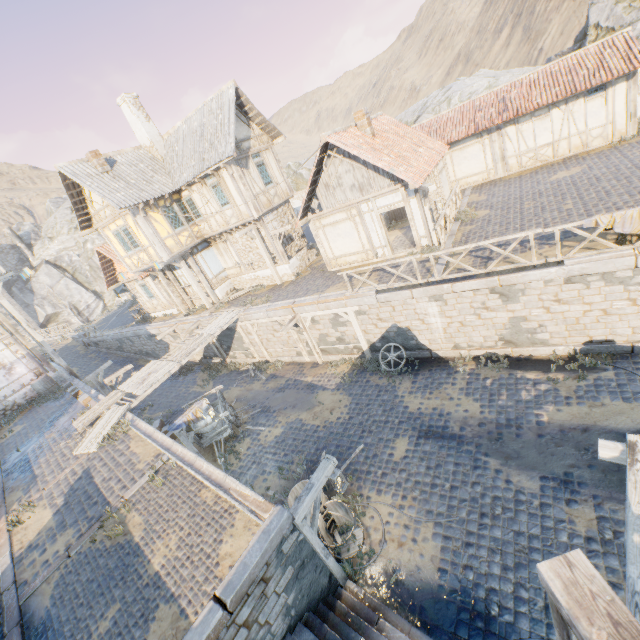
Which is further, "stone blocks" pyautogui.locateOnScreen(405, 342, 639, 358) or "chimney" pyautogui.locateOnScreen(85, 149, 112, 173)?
"chimney" pyautogui.locateOnScreen(85, 149, 112, 173)

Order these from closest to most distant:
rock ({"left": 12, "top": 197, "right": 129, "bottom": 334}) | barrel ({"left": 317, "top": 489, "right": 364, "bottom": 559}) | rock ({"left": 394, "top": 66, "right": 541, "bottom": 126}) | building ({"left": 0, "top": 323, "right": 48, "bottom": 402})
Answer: barrel ({"left": 317, "top": 489, "right": 364, "bottom": 559}) → building ({"left": 0, "top": 323, "right": 48, "bottom": 402}) → rock ({"left": 394, "top": 66, "right": 541, "bottom": 126}) → rock ({"left": 12, "top": 197, "right": 129, "bottom": 334})

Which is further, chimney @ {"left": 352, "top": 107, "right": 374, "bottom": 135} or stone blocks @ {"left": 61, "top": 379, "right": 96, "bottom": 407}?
stone blocks @ {"left": 61, "top": 379, "right": 96, "bottom": 407}

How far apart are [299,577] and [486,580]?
3.94m

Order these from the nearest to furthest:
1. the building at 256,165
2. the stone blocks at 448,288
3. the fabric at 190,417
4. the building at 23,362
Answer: the stone blocks at 448,288, the fabric at 190,417, the building at 256,165, the building at 23,362

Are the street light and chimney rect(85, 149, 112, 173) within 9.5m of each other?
no

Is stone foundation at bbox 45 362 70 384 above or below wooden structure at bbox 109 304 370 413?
above

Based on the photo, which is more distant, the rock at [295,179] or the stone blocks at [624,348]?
the rock at [295,179]
